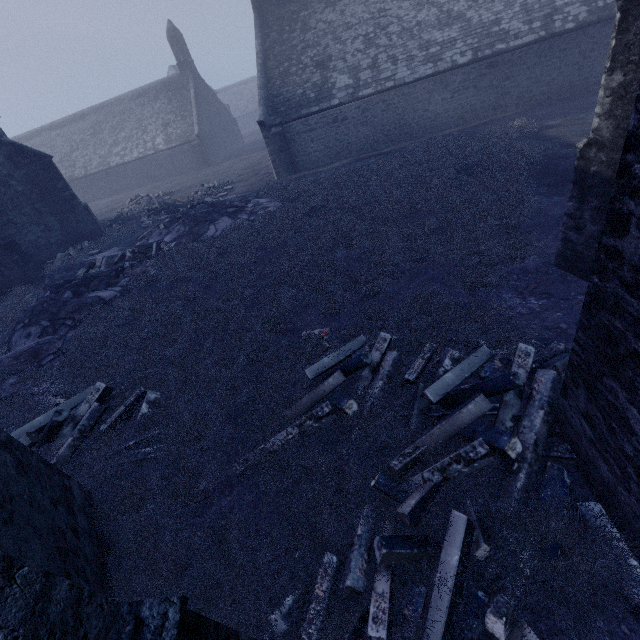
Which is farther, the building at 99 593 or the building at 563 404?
the building at 563 404

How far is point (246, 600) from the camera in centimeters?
316cm

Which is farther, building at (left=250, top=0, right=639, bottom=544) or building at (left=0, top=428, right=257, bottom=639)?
building at (left=250, top=0, right=639, bottom=544)
